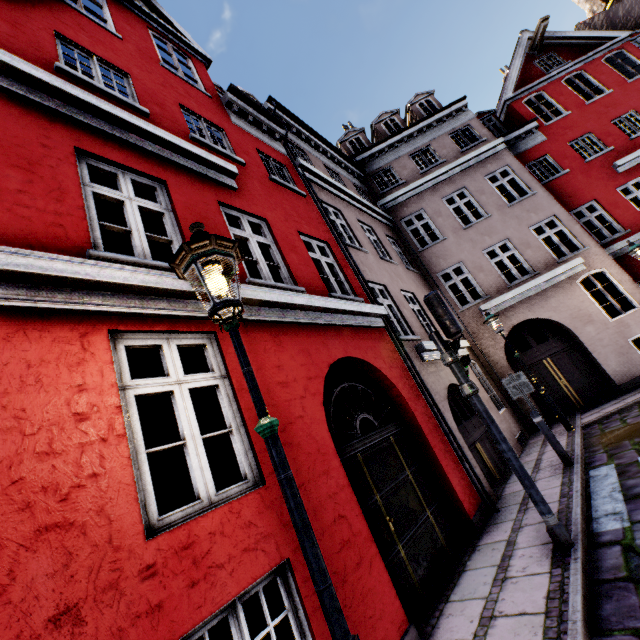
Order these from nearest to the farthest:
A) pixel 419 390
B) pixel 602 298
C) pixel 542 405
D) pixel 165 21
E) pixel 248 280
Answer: pixel 248 280 → pixel 419 390 → pixel 165 21 → pixel 542 405 → pixel 602 298

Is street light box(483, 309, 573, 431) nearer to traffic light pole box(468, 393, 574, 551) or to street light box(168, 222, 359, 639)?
traffic light pole box(468, 393, 574, 551)

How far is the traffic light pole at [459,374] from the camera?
4.55m

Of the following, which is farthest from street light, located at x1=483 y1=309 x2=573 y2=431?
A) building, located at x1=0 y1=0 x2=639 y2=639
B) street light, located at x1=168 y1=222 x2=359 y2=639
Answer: street light, located at x1=168 y1=222 x2=359 y2=639

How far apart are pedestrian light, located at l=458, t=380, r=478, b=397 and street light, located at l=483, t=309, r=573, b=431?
5.88m

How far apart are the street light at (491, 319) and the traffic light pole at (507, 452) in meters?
6.3

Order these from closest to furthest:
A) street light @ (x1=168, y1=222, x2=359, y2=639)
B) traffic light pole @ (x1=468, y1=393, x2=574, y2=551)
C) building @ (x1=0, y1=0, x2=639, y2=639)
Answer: street light @ (x1=168, y1=222, x2=359, y2=639) → building @ (x1=0, y1=0, x2=639, y2=639) → traffic light pole @ (x1=468, y1=393, x2=574, y2=551)

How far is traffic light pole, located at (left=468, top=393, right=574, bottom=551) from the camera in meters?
3.8
